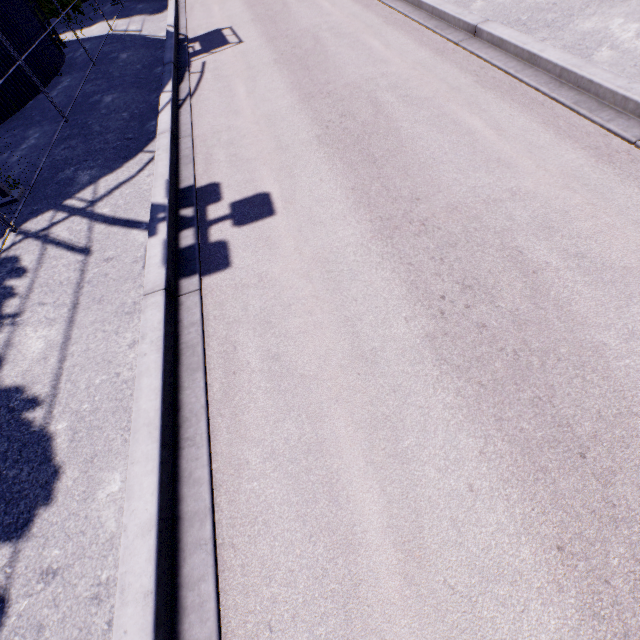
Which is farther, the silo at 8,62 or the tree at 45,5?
the tree at 45,5

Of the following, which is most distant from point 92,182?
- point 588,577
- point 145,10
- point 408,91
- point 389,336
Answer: point 145,10

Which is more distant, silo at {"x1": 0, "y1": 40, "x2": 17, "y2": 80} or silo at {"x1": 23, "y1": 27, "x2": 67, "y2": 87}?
silo at {"x1": 23, "y1": 27, "x2": 67, "y2": 87}

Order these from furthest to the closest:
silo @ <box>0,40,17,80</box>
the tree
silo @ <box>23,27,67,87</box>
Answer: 1. the tree
2. silo @ <box>23,27,67,87</box>
3. silo @ <box>0,40,17,80</box>

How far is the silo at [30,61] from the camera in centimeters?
1184cm

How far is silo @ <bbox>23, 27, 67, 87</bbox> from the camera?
11.8 meters

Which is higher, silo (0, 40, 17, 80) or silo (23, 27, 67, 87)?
silo (0, 40, 17, 80)
